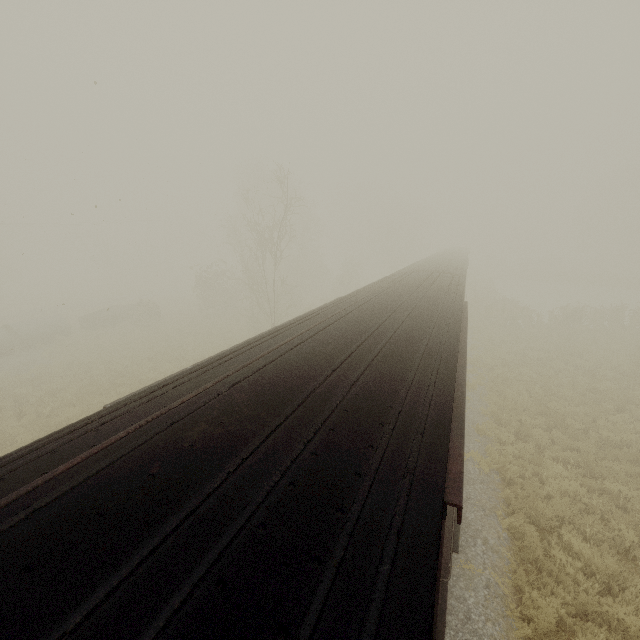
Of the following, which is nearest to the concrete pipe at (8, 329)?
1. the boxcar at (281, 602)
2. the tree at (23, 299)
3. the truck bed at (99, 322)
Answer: the truck bed at (99, 322)

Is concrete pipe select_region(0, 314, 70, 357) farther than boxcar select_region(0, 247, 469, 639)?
Yes

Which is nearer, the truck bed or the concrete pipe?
the concrete pipe

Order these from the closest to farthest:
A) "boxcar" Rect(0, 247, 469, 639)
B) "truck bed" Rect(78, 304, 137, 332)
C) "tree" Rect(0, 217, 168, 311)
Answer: "boxcar" Rect(0, 247, 469, 639) < "truck bed" Rect(78, 304, 137, 332) < "tree" Rect(0, 217, 168, 311)

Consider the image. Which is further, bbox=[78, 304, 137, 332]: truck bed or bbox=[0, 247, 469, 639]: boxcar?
bbox=[78, 304, 137, 332]: truck bed

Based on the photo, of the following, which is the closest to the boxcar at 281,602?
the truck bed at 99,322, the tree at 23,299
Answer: the truck bed at 99,322

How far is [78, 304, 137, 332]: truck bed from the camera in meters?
28.3 m

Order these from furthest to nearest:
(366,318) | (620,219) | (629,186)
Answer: (620,219) → (629,186) → (366,318)
